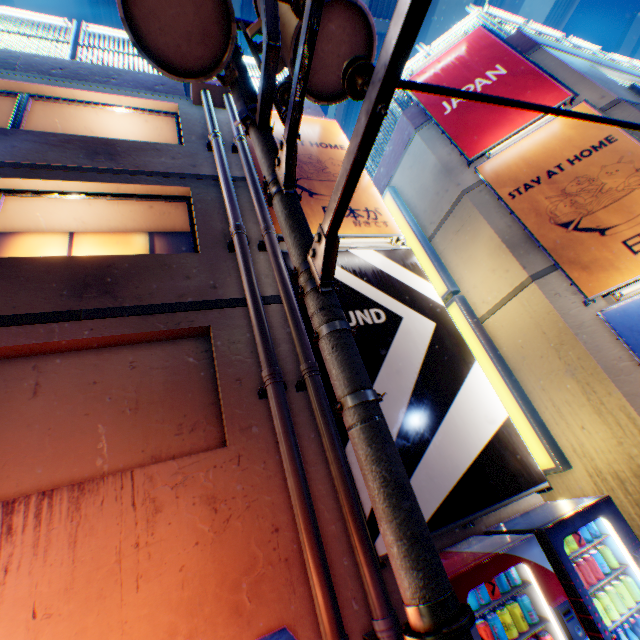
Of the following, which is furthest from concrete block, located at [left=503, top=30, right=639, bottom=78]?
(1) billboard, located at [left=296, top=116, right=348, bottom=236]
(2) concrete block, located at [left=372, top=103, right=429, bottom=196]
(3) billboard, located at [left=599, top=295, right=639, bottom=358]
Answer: (3) billboard, located at [left=599, top=295, right=639, bottom=358]

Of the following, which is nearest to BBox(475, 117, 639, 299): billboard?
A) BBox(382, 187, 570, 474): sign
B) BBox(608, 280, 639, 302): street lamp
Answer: BBox(608, 280, 639, 302): street lamp

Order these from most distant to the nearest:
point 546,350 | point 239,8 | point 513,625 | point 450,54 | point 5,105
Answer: point 239,8 < point 450,54 < point 546,350 < point 5,105 < point 513,625

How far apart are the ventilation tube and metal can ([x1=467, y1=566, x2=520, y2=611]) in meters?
9.5

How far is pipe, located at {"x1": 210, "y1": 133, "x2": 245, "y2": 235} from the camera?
5.1m

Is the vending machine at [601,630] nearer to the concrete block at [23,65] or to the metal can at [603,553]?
the metal can at [603,553]

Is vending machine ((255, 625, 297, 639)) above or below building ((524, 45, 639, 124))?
below

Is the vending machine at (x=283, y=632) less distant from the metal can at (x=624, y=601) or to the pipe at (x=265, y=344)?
the pipe at (x=265, y=344)
